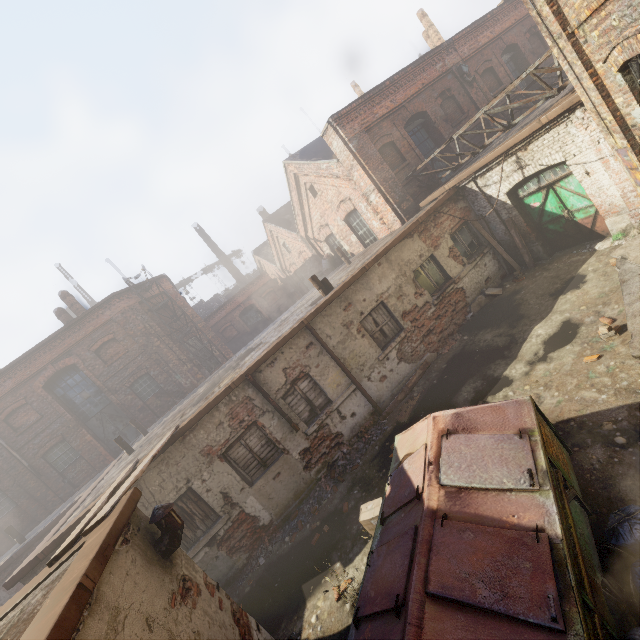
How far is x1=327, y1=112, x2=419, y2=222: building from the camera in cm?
1187

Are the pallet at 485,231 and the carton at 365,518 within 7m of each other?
no

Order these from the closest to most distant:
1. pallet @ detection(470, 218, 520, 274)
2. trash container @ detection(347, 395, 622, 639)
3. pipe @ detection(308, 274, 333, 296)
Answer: trash container @ detection(347, 395, 622, 639) < pipe @ detection(308, 274, 333, 296) < pallet @ detection(470, 218, 520, 274)

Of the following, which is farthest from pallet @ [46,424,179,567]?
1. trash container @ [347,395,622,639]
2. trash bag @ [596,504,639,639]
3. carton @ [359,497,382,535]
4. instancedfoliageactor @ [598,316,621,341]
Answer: instancedfoliageactor @ [598,316,621,341]

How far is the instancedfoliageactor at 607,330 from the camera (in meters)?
5.92

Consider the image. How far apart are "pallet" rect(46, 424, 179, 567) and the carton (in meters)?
4.04

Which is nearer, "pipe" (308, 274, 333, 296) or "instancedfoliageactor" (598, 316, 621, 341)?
"instancedfoliageactor" (598, 316, 621, 341)

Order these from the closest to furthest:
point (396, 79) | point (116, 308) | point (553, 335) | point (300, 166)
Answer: point (553, 335), point (396, 79), point (300, 166), point (116, 308)
